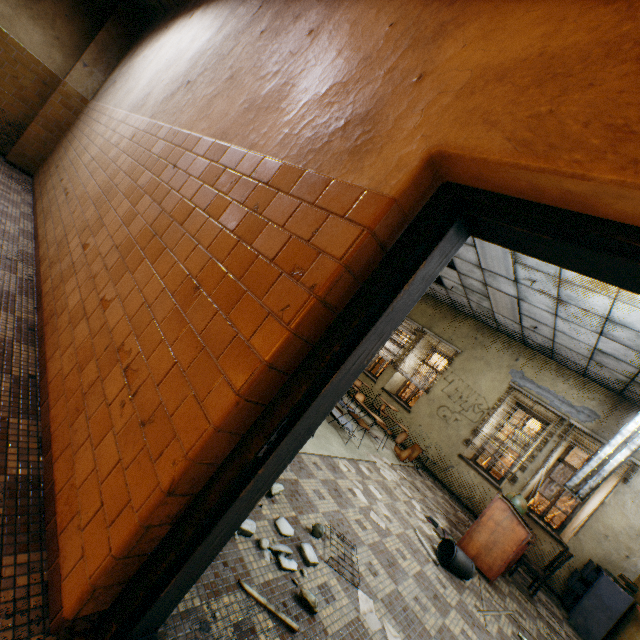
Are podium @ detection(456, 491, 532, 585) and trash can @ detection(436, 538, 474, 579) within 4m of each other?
yes

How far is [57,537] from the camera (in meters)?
1.37

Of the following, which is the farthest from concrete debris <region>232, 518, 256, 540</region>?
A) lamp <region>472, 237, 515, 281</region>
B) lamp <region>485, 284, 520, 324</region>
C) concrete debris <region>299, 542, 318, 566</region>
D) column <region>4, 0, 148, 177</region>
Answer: column <region>4, 0, 148, 177</region>

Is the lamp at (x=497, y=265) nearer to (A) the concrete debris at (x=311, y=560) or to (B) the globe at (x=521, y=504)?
(B) the globe at (x=521, y=504)

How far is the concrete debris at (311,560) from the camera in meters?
2.4 m

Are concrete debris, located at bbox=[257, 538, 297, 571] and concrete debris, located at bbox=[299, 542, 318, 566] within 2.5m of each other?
yes

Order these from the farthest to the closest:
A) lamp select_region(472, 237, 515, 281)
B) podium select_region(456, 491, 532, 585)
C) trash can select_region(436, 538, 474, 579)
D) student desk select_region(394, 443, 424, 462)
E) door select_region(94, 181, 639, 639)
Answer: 1. student desk select_region(394, 443, 424, 462)
2. lamp select_region(472, 237, 515, 281)
3. podium select_region(456, 491, 532, 585)
4. trash can select_region(436, 538, 474, 579)
5. door select_region(94, 181, 639, 639)

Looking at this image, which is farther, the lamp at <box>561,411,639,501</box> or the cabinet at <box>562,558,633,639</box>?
the cabinet at <box>562,558,633,639</box>
